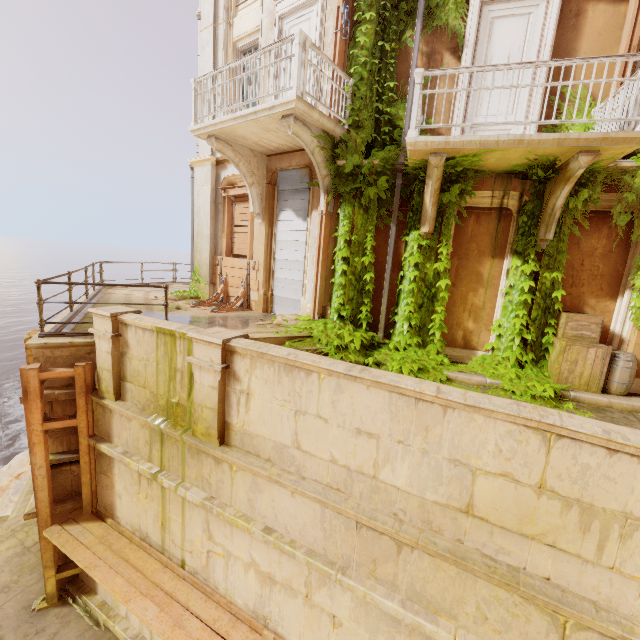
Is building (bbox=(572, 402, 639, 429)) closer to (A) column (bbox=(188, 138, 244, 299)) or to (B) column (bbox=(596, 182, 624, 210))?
(A) column (bbox=(188, 138, 244, 299))

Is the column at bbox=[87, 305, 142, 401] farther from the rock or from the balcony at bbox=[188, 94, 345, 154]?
the rock

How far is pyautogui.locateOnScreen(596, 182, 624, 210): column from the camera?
6.24m

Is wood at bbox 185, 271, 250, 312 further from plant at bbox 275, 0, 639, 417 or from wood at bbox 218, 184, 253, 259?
plant at bbox 275, 0, 639, 417

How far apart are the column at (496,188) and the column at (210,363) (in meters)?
4.90

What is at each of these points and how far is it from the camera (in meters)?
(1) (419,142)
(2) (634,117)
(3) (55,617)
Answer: (1) balcony, 5.68
(2) railing, 4.83
(3) building, 5.89

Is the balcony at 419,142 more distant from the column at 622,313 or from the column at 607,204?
the column at 622,313

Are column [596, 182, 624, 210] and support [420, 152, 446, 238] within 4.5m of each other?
yes
